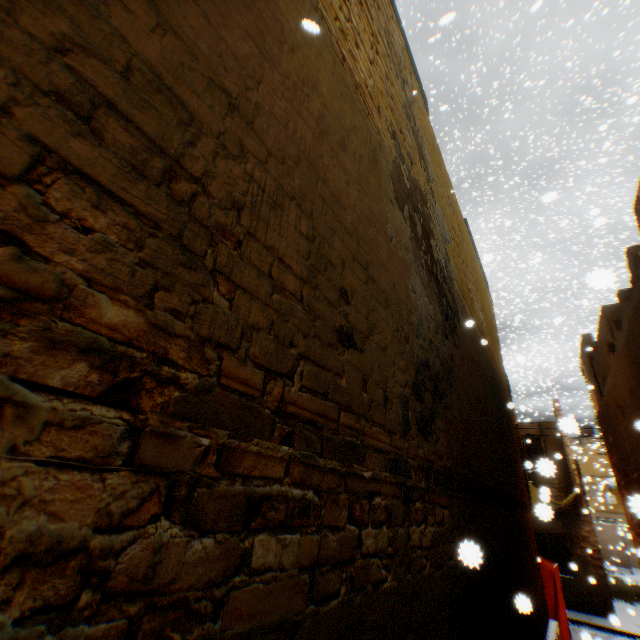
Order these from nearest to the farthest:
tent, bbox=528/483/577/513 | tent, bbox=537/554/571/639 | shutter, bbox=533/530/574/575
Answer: tent, bbox=528/483/577/513 < tent, bbox=537/554/571/639 < shutter, bbox=533/530/574/575

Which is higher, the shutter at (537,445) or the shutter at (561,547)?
the shutter at (537,445)

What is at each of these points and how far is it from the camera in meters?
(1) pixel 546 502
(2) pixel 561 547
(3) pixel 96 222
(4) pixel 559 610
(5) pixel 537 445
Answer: (1) tent, 12.3 m
(2) shutter, 14.8 m
(3) building, 0.9 m
(4) tent, 8.8 m
(5) shutter, 15.6 m

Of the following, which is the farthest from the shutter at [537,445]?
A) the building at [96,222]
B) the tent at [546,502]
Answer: the tent at [546,502]

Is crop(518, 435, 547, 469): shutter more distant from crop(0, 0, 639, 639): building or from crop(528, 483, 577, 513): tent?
crop(528, 483, 577, 513): tent

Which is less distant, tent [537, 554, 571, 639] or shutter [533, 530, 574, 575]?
tent [537, 554, 571, 639]

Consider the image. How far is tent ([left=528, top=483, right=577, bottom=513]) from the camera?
3.9 meters
